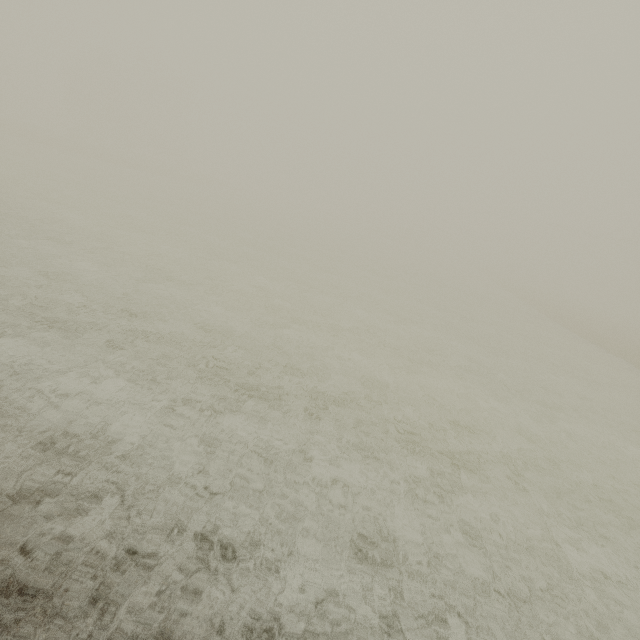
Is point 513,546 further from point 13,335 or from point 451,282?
point 451,282
